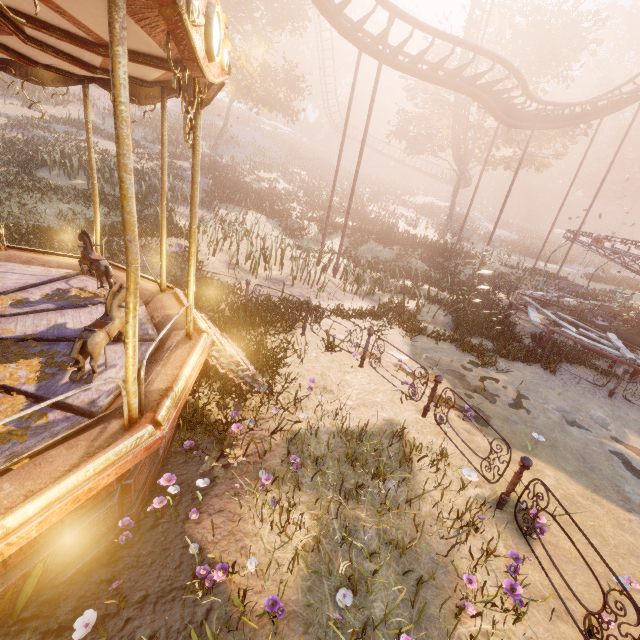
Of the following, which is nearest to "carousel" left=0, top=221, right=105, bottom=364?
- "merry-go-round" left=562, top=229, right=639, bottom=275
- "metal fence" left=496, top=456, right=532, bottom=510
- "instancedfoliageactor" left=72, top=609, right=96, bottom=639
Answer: "instancedfoliageactor" left=72, top=609, right=96, bottom=639

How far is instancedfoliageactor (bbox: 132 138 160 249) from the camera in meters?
12.5

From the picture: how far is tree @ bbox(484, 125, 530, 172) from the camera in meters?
26.5

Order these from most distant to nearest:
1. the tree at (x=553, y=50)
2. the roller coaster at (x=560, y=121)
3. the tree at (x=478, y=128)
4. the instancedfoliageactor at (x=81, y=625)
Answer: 1. the tree at (x=478, y=128)
2. the tree at (x=553, y=50)
3. the roller coaster at (x=560, y=121)
4. the instancedfoliageactor at (x=81, y=625)

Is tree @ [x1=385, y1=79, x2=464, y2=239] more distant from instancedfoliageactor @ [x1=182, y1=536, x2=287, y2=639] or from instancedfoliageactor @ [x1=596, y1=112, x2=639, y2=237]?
instancedfoliageactor @ [x1=182, y1=536, x2=287, y2=639]

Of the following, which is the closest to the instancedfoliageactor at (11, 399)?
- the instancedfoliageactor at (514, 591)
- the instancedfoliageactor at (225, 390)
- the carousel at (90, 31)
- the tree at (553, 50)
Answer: the carousel at (90, 31)

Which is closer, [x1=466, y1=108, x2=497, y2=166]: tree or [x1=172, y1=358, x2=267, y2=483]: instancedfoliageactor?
[x1=172, y1=358, x2=267, y2=483]: instancedfoliageactor

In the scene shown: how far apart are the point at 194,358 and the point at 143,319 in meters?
1.7
